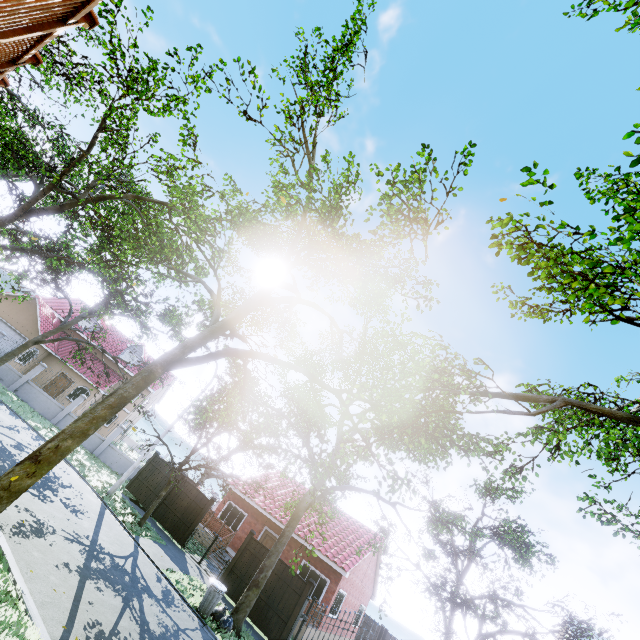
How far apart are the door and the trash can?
9.5m

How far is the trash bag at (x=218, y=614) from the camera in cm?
1108

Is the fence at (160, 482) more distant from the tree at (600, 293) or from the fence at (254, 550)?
the fence at (254, 550)

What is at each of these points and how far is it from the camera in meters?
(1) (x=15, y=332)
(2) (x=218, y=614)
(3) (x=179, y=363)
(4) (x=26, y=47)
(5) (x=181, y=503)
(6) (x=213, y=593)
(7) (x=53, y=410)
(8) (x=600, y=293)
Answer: (1) garage door, 27.4 m
(2) trash bag, 11.5 m
(3) tree, 8.7 m
(4) wooden rail, 2.4 m
(5) fence, 18.4 m
(6) trash can, 11.4 m
(7) fence, 23.2 m
(8) tree, 5.2 m

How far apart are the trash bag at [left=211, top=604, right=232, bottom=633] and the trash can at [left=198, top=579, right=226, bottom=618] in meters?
0.2

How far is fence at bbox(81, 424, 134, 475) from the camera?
23.3 meters

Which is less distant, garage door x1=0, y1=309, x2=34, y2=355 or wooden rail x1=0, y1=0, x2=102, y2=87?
wooden rail x1=0, y1=0, x2=102, y2=87

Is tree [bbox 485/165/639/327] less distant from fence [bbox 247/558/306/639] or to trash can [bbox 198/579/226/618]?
trash can [bbox 198/579/226/618]
